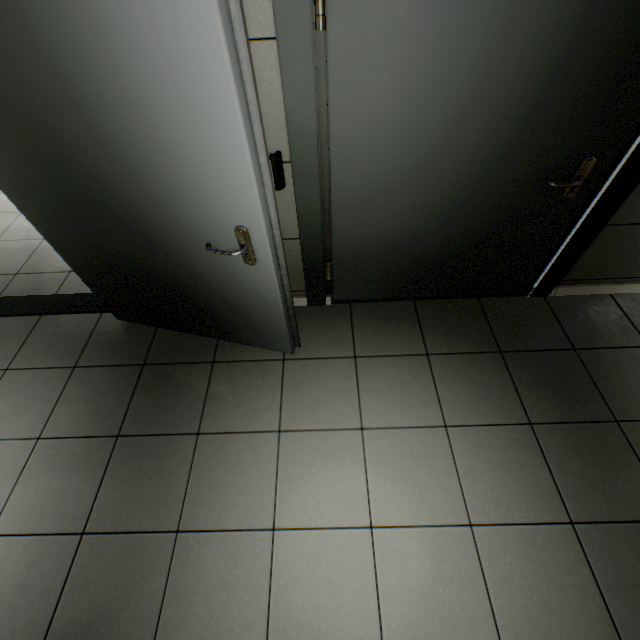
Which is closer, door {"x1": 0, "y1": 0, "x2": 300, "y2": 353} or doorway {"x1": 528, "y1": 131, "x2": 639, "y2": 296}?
door {"x1": 0, "y1": 0, "x2": 300, "y2": 353}

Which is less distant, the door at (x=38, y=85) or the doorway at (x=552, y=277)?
the door at (x=38, y=85)

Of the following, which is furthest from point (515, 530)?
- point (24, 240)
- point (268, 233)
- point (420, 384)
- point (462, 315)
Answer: point (24, 240)
